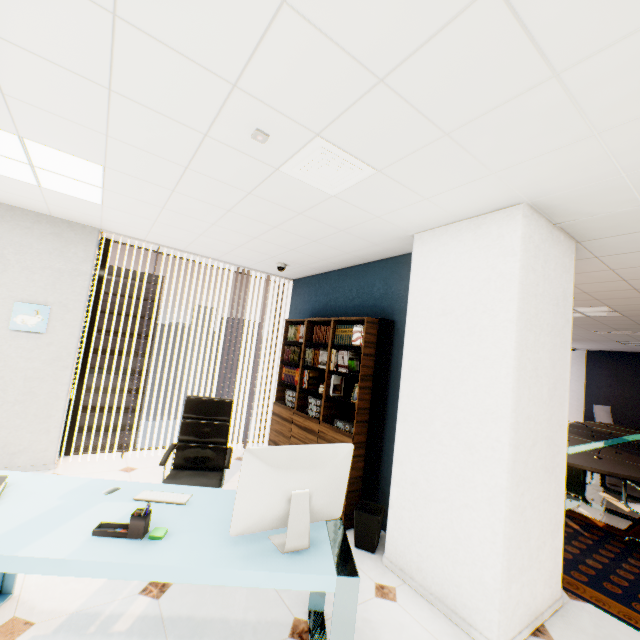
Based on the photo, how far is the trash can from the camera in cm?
293

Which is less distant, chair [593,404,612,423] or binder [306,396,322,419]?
binder [306,396,322,419]

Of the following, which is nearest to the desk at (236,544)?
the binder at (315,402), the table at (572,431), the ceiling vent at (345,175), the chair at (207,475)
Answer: the chair at (207,475)

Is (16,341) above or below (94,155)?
below

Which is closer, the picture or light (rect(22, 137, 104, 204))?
light (rect(22, 137, 104, 204))

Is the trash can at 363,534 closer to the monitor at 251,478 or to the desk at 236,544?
the desk at 236,544

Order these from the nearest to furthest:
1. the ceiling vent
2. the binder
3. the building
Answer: the ceiling vent, the binder, the building

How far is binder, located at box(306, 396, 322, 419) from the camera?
3.9m
